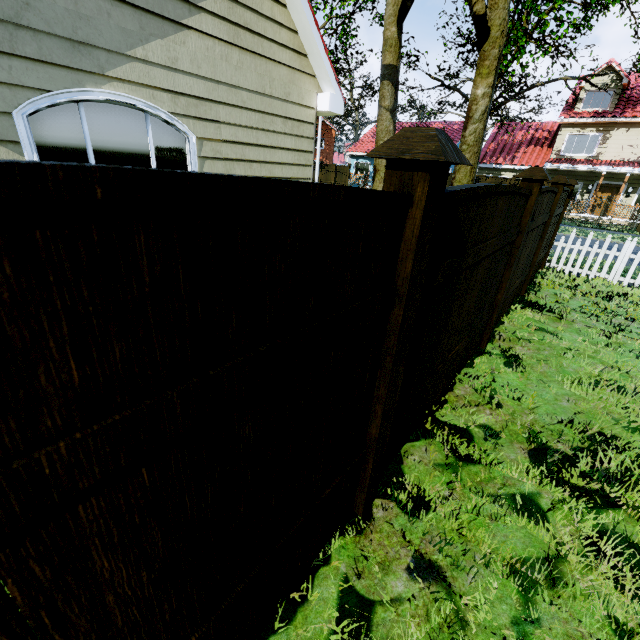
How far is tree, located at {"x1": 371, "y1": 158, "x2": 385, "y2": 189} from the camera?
13.61m

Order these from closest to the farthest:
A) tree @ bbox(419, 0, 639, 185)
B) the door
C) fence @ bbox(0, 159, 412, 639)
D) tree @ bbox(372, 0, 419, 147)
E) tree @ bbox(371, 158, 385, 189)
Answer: fence @ bbox(0, 159, 412, 639), tree @ bbox(419, 0, 639, 185), tree @ bbox(372, 0, 419, 147), tree @ bbox(371, 158, 385, 189), the door

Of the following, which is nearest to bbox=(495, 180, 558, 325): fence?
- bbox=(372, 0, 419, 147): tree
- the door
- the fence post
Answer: the fence post

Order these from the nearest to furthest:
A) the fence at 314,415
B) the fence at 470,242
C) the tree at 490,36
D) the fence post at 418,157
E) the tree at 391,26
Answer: the fence at 314,415
the fence post at 418,157
the fence at 470,242
the tree at 490,36
the tree at 391,26

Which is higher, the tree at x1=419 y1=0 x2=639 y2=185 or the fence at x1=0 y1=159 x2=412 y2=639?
the tree at x1=419 y1=0 x2=639 y2=185

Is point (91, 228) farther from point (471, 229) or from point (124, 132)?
point (124, 132)

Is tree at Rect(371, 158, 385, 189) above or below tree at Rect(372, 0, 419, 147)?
below

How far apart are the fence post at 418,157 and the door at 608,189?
29.2 meters
